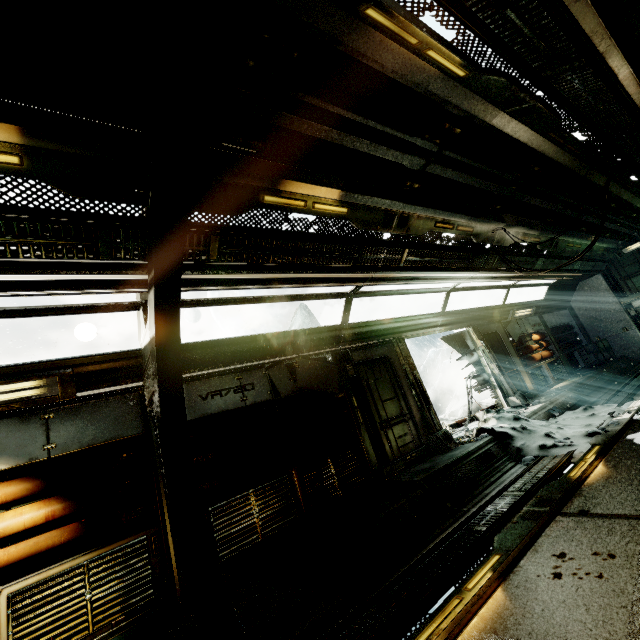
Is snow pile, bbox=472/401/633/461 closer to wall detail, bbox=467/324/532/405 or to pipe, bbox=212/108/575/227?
wall detail, bbox=467/324/532/405

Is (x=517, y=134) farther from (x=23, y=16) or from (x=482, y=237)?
(x=23, y=16)

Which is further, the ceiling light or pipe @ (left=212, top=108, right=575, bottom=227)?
the ceiling light

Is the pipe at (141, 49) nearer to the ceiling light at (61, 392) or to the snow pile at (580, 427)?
the ceiling light at (61, 392)

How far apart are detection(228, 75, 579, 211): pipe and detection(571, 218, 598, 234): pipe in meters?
0.1 m

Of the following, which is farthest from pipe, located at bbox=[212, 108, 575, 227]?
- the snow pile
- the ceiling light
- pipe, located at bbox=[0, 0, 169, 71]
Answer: the snow pile

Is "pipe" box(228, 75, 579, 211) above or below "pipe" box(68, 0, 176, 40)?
below

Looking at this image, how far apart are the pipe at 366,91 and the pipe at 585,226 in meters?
0.1 m
